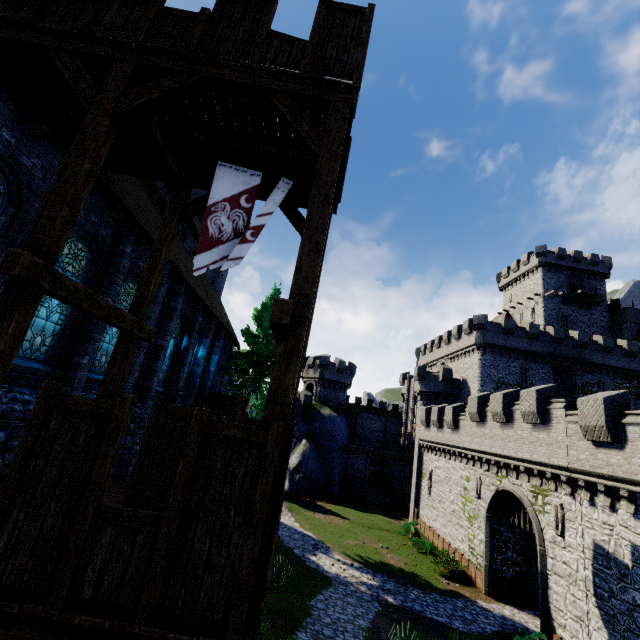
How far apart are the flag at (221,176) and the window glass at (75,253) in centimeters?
421cm

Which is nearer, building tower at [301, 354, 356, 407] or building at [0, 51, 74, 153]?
building at [0, 51, 74, 153]

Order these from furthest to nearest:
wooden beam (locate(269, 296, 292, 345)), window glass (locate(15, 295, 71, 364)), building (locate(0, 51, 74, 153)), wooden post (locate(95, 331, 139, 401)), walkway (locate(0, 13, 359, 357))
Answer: window glass (locate(15, 295, 71, 364)), wooden post (locate(95, 331, 139, 401)), building (locate(0, 51, 74, 153)), walkway (locate(0, 13, 359, 357)), wooden beam (locate(269, 296, 292, 345))

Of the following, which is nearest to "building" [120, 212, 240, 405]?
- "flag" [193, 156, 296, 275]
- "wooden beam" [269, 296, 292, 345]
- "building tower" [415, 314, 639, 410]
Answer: "flag" [193, 156, 296, 275]

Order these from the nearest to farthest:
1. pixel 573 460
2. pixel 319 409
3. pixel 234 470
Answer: pixel 234 470, pixel 573 460, pixel 319 409

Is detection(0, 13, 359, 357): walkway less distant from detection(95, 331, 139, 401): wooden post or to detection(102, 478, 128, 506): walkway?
detection(95, 331, 139, 401): wooden post

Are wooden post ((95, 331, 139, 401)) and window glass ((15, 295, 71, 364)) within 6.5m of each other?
yes

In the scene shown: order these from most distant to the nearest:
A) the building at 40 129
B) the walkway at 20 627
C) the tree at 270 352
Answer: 1. the tree at 270 352
2. the building at 40 129
3. the walkway at 20 627
